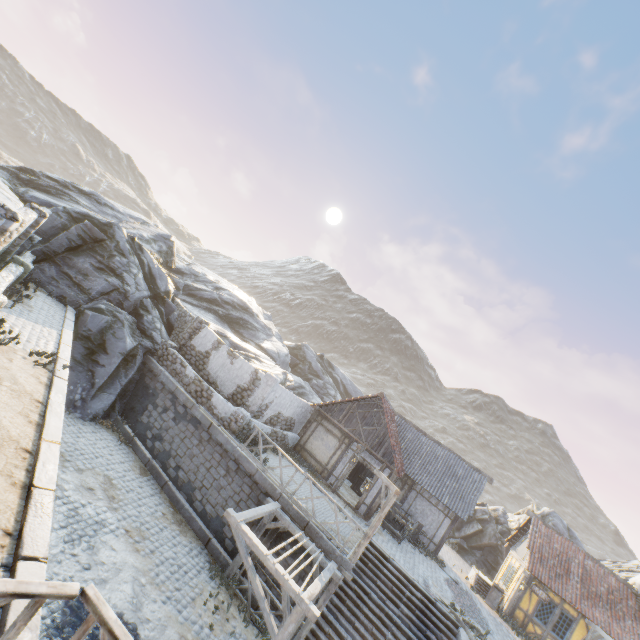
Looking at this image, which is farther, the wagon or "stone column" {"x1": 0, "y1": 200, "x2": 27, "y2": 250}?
the wagon

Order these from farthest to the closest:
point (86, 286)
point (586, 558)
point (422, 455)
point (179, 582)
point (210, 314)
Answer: point (210, 314), point (422, 455), point (586, 558), point (86, 286), point (179, 582)

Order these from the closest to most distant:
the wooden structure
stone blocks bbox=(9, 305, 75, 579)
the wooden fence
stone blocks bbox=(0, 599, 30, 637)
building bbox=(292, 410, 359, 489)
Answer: the wooden fence, stone blocks bbox=(0, 599, 30, 637), stone blocks bbox=(9, 305, 75, 579), the wooden structure, building bbox=(292, 410, 359, 489)

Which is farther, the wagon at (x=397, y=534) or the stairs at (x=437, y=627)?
the wagon at (x=397, y=534)

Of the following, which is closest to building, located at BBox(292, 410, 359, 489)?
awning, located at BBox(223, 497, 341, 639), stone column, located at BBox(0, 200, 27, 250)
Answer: awning, located at BBox(223, 497, 341, 639)

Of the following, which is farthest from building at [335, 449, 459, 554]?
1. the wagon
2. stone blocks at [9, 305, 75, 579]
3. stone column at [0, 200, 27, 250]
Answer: stone column at [0, 200, 27, 250]

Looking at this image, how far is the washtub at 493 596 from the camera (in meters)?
18.33

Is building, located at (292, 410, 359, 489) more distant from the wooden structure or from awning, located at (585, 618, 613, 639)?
awning, located at (585, 618, 613, 639)
